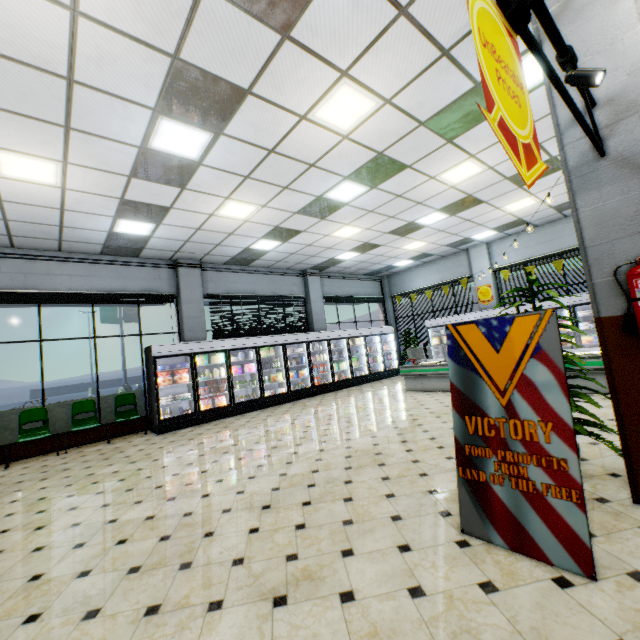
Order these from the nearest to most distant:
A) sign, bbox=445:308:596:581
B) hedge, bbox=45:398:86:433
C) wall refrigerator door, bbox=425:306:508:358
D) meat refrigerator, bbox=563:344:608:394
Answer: sign, bbox=445:308:596:581, meat refrigerator, bbox=563:344:608:394, hedge, bbox=45:398:86:433, wall refrigerator door, bbox=425:306:508:358

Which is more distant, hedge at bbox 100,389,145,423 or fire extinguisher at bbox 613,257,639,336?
hedge at bbox 100,389,145,423

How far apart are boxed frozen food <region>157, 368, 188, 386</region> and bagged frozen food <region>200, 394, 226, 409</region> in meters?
0.7 m

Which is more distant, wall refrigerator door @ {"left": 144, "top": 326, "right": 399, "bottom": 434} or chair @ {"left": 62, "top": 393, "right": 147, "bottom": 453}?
wall refrigerator door @ {"left": 144, "top": 326, "right": 399, "bottom": 434}

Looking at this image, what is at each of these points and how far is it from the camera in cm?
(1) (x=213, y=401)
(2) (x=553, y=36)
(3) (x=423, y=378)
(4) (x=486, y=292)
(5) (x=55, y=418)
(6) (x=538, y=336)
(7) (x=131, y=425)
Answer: (1) bagged frozen food, 960
(2) light truss, 198
(3) meat refrigerator, 948
(4) sign, 1276
(5) hedge, 793
(6) sign, 234
(7) building, 876

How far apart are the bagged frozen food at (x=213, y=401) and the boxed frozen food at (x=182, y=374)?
0.7m

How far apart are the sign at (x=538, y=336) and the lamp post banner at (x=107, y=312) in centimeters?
2323cm

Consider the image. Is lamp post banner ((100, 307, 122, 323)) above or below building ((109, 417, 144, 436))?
above
